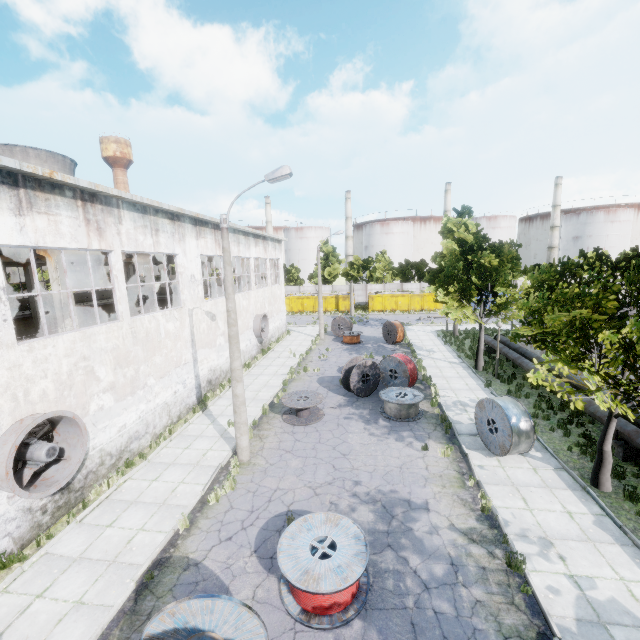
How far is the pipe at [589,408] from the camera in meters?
12.1

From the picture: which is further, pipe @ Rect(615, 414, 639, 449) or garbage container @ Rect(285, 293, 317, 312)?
garbage container @ Rect(285, 293, 317, 312)

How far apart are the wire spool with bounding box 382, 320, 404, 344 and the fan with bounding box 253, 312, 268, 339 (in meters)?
10.18

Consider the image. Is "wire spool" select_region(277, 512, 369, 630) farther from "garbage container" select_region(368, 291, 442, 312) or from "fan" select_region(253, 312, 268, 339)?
"garbage container" select_region(368, 291, 442, 312)

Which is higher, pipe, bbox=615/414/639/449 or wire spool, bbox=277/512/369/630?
pipe, bbox=615/414/639/449

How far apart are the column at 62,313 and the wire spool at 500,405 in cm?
1629

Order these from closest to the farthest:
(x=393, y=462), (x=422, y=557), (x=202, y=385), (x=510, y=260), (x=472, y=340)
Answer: (x=422, y=557), (x=393, y=462), (x=202, y=385), (x=510, y=260), (x=472, y=340)

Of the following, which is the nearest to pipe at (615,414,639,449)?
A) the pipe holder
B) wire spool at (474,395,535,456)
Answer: the pipe holder
